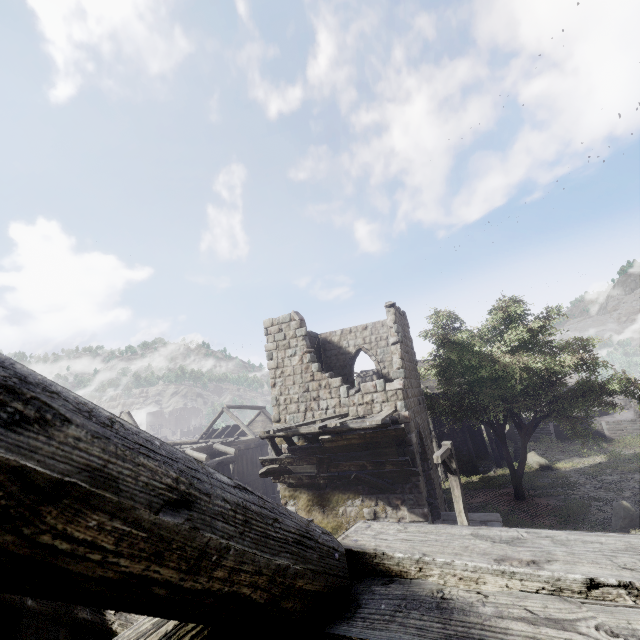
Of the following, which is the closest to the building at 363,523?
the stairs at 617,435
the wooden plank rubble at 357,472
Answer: the wooden plank rubble at 357,472

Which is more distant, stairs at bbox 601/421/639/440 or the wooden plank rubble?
stairs at bbox 601/421/639/440

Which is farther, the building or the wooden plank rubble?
the wooden plank rubble

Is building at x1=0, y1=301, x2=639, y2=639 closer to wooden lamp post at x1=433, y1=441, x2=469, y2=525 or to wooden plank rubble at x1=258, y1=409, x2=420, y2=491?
wooden plank rubble at x1=258, y1=409, x2=420, y2=491

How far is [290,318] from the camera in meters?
15.0 m

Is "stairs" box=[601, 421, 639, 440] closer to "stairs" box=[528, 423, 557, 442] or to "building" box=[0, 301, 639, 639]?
"stairs" box=[528, 423, 557, 442]

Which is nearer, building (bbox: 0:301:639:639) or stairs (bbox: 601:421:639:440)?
building (bbox: 0:301:639:639)

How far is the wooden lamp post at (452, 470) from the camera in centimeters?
927cm
